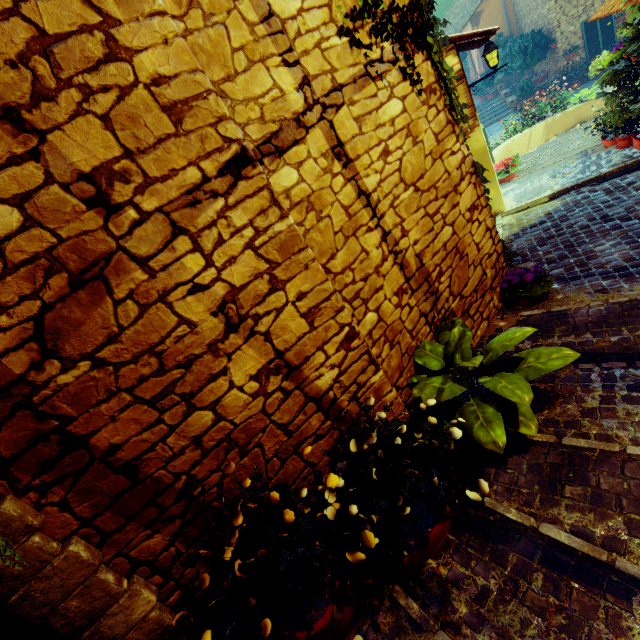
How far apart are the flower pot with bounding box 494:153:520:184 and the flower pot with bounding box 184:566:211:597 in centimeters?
986cm

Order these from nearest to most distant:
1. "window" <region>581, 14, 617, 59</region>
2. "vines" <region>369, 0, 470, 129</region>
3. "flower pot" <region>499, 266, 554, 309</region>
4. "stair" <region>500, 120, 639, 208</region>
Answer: "vines" <region>369, 0, 470, 129</region>, "flower pot" <region>499, 266, 554, 309</region>, "stair" <region>500, 120, 639, 208</region>, "window" <region>581, 14, 617, 59</region>

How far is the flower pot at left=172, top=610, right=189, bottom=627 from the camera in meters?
1.5 m

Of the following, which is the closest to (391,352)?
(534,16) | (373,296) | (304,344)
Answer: (373,296)

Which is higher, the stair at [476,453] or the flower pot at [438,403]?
the flower pot at [438,403]

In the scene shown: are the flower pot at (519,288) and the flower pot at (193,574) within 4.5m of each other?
yes

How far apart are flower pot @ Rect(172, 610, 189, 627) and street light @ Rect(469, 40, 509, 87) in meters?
9.8 m

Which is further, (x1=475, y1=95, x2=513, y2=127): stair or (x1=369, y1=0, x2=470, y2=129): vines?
(x1=475, y1=95, x2=513, y2=127): stair
